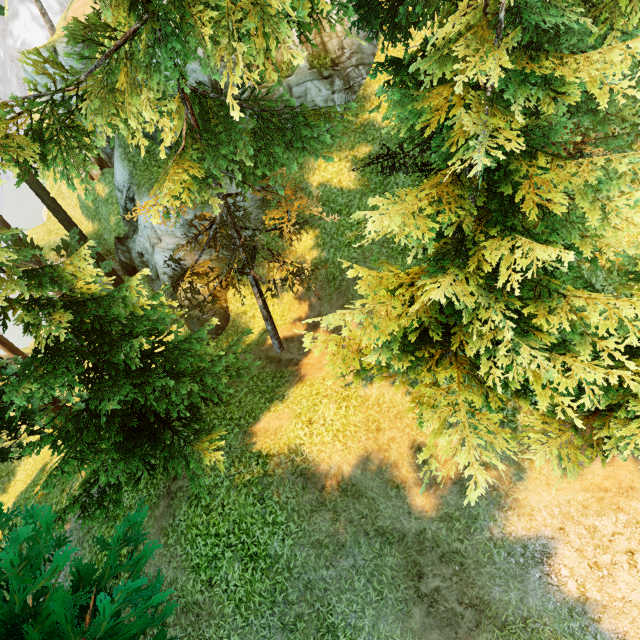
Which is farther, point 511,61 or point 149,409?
point 149,409
